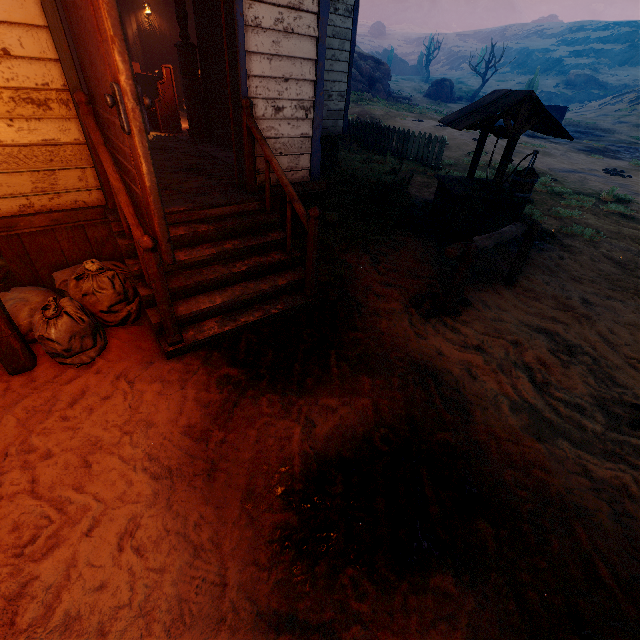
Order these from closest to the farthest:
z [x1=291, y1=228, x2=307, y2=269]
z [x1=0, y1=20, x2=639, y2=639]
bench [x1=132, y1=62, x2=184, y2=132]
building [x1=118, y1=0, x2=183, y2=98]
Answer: z [x1=0, y1=20, x2=639, y2=639] → z [x1=291, y1=228, x2=307, y2=269] → bench [x1=132, y1=62, x2=184, y2=132] → building [x1=118, y1=0, x2=183, y2=98]

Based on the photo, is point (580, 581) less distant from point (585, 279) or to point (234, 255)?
point (234, 255)

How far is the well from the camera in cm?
512

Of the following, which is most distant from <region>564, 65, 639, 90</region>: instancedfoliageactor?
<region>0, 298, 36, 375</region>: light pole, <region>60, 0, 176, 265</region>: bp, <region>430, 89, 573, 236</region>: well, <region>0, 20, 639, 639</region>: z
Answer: <region>0, 298, 36, 375</region>: light pole

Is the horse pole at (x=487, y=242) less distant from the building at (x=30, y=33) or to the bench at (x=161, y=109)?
the building at (x=30, y=33)

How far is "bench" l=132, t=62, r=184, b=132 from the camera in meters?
7.3

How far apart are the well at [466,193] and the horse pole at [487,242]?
1.5m

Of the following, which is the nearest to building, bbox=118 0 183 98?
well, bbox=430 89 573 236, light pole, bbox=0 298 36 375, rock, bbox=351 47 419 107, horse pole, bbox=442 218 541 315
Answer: light pole, bbox=0 298 36 375
